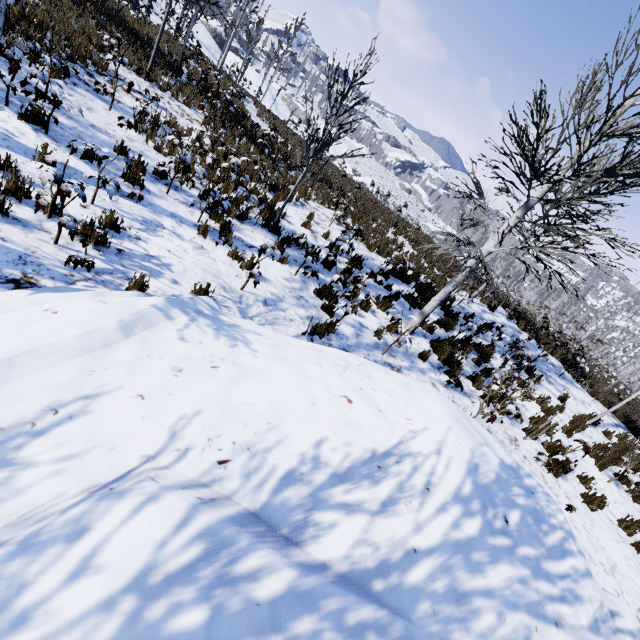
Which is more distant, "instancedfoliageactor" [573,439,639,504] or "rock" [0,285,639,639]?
"instancedfoliageactor" [573,439,639,504]

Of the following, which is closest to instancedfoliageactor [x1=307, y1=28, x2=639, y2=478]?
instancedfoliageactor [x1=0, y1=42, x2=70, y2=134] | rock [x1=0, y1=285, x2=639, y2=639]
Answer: instancedfoliageactor [x1=0, y1=42, x2=70, y2=134]

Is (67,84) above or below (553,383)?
below

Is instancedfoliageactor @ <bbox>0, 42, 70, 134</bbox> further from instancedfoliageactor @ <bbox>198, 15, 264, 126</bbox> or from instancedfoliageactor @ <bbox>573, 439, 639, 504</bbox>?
instancedfoliageactor @ <bbox>573, 439, 639, 504</bbox>

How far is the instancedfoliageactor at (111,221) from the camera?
3.6m

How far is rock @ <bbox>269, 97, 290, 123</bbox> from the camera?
21.09m

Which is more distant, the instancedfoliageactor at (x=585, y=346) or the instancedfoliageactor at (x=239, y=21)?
the instancedfoliageactor at (x=239, y=21)

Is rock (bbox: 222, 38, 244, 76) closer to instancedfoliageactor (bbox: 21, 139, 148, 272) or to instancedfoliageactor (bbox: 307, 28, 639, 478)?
instancedfoliageactor (bbox: 307, 28, 639, 478)
